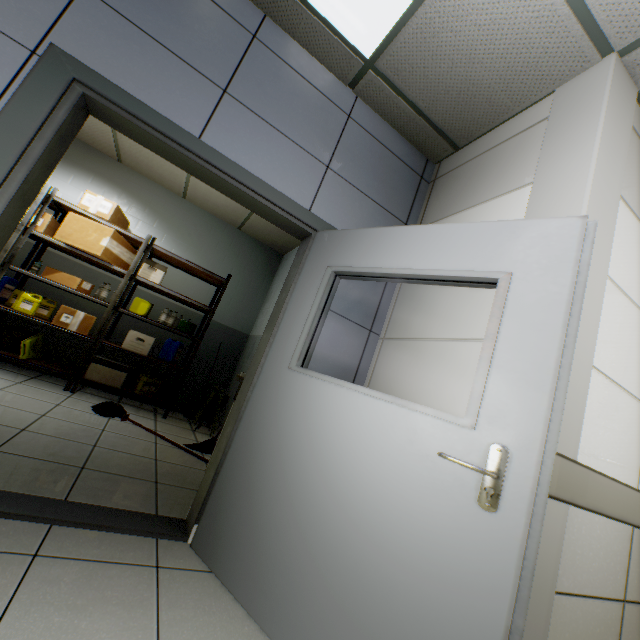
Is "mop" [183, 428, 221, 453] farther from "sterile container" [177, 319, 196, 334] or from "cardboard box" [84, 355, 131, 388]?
"sterile container" [177, 319, 196, 334]

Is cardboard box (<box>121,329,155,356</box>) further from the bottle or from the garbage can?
the bottle

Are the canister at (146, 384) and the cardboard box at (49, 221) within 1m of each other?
no

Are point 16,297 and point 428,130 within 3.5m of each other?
no

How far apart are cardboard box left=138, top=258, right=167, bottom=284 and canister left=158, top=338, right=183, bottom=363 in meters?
0.8

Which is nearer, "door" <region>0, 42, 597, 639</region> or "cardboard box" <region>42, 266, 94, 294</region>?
"door" <region>0, 42, 597, 639</region>

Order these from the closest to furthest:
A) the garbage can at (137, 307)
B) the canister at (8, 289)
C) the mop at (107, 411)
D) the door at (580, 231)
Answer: the door at (580, 231), the mop at (107, 411), the canister at (8, 289), the garbage can at (137, 307)

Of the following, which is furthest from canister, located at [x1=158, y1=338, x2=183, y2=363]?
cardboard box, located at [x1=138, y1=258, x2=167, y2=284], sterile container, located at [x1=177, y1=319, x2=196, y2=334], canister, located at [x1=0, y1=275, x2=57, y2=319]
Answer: canister, located at [x1=0, y1=275, x2=57, y2=319]
